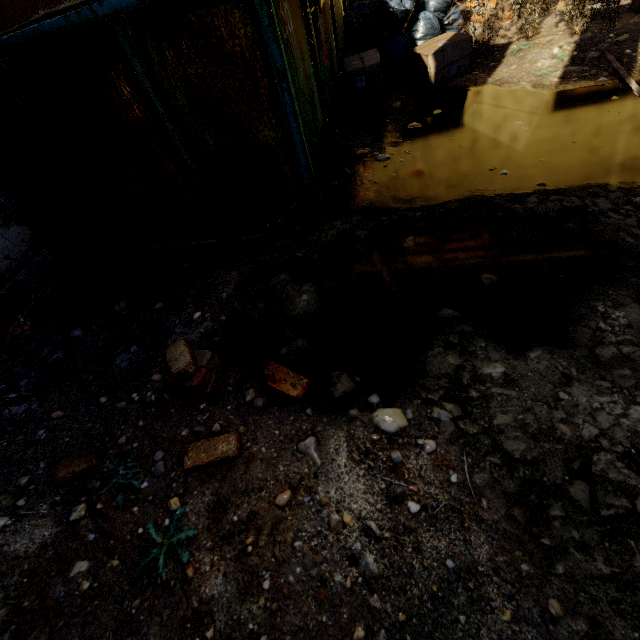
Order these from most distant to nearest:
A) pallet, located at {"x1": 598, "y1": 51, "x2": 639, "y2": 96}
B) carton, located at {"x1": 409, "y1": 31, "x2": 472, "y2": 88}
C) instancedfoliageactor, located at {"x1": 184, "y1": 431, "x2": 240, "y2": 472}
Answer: carton, located at {"x1": 409, "y1": 31, "x2": 472, "y2": 88}
pallet, located at {"x1": 598, "y1": 51, "x2": 639, "y2": 96}
instancedfoliageactor, located at {"x1": 184, "y1": 431, "x2": 240, "y2": 472}

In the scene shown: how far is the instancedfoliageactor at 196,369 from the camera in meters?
1.6 m

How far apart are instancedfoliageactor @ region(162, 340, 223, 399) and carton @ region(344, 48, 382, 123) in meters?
3.2 m

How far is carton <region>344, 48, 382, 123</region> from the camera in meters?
3.2 m

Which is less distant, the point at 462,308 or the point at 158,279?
the point at 462,308

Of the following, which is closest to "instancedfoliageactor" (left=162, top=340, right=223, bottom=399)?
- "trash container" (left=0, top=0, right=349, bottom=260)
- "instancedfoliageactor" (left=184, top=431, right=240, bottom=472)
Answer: "instancedfoliageactor" (left=184, top=431, right=240, bottom=472)

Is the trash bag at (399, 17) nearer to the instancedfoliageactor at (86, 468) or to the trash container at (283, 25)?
the trash container at (283, 25)

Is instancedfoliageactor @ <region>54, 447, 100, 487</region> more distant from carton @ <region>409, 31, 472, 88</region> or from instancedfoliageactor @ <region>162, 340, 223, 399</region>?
carton @ <region>409, 31, 472, 88</region>
